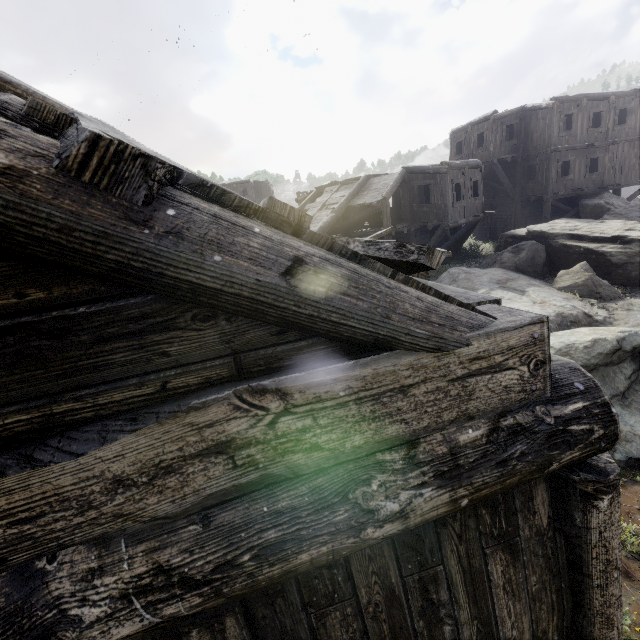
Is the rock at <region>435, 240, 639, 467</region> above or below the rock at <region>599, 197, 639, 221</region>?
below

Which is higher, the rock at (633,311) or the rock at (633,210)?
the rock at (633,210)

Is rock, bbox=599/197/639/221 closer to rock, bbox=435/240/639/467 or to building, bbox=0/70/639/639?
building, bbox=0/70/639/639

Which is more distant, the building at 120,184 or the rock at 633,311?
the rock at 633,311

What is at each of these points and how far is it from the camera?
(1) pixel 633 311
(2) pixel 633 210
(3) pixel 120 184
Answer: →
(1) rock, 10.1 meters
(2) rock, 17.2 meters
(3) building, 0.8 meters

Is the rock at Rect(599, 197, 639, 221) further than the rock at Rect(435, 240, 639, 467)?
Yes

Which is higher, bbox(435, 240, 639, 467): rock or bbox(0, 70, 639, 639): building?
bbox(0, 70, 639, 639): building

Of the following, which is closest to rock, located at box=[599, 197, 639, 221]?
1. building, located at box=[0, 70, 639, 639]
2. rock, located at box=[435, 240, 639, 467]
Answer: building, located at box=[0, 70, 639, 639]
